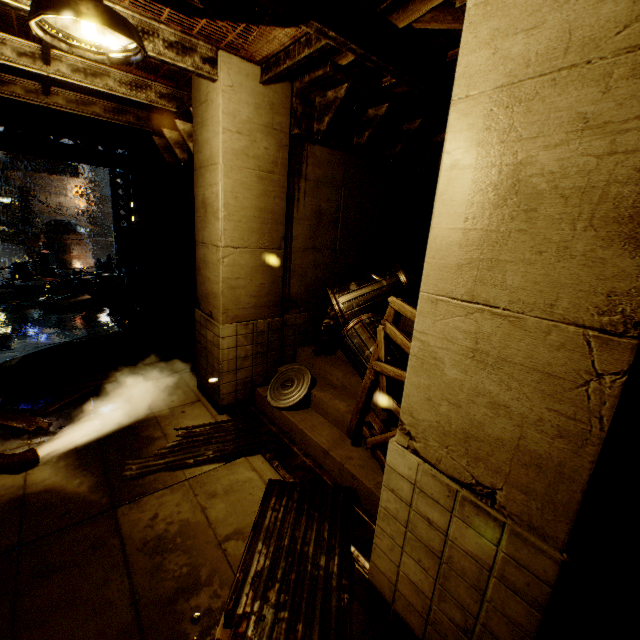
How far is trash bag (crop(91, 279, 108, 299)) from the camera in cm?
1362

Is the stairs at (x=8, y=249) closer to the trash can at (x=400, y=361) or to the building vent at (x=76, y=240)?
the building vent at (x=76, y=240)

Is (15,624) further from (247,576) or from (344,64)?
(344,64)

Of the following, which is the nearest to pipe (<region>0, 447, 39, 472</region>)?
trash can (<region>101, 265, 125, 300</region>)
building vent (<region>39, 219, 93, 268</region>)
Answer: trash can (<region>101, 265, 125, 300</region>)

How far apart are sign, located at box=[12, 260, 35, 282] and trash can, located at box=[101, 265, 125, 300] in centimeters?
1317cm

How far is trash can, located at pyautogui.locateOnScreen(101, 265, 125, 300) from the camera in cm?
1347

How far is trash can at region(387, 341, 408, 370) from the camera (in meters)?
4.56

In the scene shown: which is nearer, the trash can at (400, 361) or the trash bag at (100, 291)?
the trash can at (400, 361)
